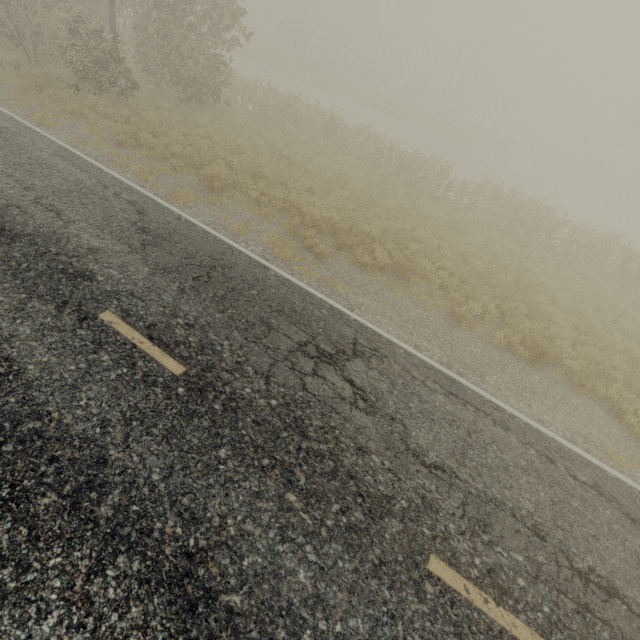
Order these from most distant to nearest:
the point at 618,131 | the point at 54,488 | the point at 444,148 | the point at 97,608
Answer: the point at 618,131, the point at 444,148, the point at 54,488, the point at 97,608
